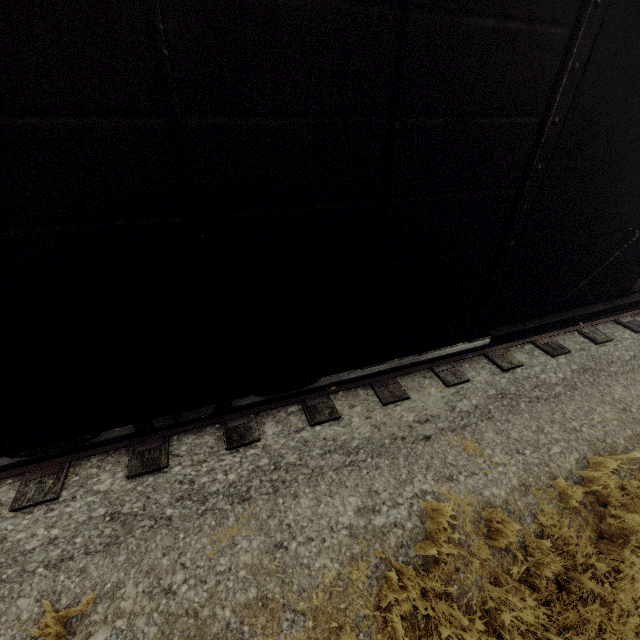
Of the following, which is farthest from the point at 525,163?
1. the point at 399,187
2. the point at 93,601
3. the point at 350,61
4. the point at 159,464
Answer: the point at 93,601
